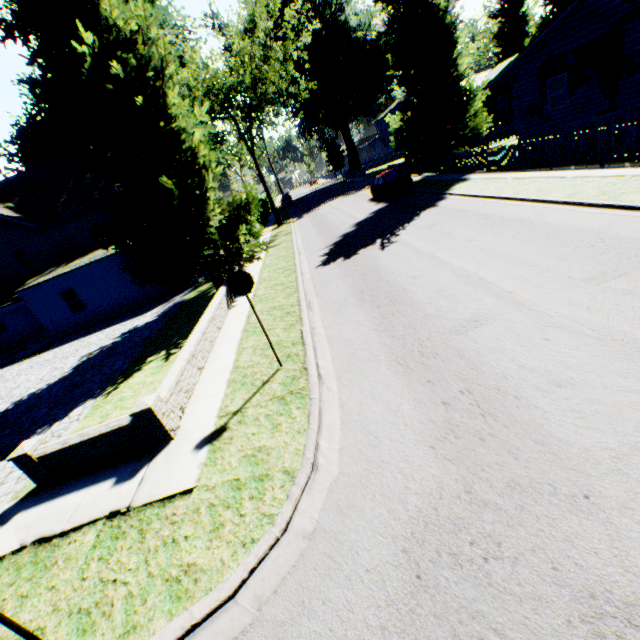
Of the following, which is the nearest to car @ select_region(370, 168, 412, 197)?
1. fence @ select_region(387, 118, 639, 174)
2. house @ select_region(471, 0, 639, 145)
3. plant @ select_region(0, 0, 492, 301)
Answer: plant @ select_region(0, 0, 492, 301)

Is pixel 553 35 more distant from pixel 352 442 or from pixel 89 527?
pixel 89 527

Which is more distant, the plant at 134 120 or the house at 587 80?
the house at 587 80

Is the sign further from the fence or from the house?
the house

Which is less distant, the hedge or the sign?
the sign

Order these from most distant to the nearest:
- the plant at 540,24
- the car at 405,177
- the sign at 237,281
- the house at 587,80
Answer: the plant at 540,24
the car at 405,177
the house at 587,80
the sign at 237,281

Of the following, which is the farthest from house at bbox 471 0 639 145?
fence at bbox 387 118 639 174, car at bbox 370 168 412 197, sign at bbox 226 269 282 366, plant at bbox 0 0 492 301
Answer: sign at bbox 226 269 282 366

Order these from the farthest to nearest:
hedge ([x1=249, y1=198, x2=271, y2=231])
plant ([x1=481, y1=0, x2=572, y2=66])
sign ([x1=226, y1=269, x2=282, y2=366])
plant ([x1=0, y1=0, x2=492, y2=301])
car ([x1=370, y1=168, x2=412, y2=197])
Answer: plant ([x1=481, y1=0, x2=572, y2=66]) < hedge ([x1=249, y1=198, x2=271, y2=231]) < car ([x1=370, y1=168, x2=412, y2=197]) < plant ([x1=0, y1=0, x2=492, y2=301]) < sign ([x1=226, y1=269, x2=282, y2=366])
